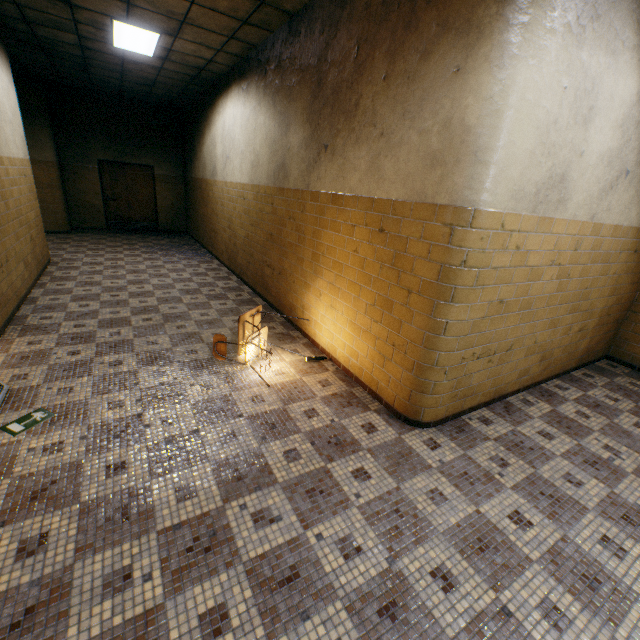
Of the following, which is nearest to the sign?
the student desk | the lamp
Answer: the student desk

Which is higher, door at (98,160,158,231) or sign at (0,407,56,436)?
door at (98,160,158,231)

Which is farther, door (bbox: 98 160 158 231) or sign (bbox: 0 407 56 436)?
door (bbox: 98 160 158 231)

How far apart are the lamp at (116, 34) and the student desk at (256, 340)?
4.7 meters

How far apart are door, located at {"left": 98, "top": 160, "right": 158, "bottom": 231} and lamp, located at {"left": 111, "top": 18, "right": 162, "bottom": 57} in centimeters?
566cm

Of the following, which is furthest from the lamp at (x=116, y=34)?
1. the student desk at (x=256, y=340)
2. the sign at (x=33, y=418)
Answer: the sign at (x=33, y=418)

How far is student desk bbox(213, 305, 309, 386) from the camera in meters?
3.5 m

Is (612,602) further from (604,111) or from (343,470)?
→ (604,111)
